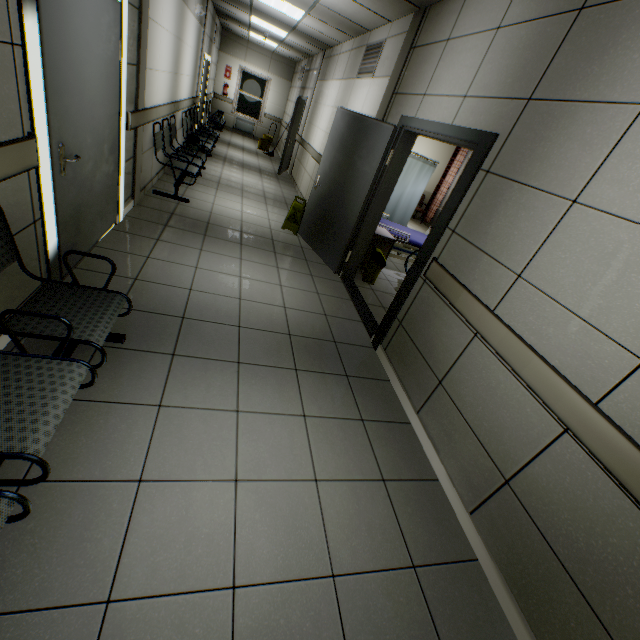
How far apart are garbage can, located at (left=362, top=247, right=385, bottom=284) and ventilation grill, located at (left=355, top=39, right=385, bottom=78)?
2.7m

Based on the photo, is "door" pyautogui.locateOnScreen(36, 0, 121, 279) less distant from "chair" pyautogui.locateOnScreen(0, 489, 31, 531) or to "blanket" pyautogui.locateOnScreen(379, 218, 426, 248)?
"chair" pyautogui.locateOnScreen(0, 489, 31, 531)

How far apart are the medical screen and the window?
10.5 meters

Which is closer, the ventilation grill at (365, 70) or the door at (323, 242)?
the door at (323, 242)

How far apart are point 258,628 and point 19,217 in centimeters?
262cm

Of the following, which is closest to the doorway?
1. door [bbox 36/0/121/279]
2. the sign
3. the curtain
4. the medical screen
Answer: door [bbox 36/0/121/279]

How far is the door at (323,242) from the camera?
2.8m

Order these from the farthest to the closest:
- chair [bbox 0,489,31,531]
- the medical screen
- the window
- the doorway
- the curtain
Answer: the window → the curtain → the medical screen → the doorway → chair [bbox 0,489,31,531]
